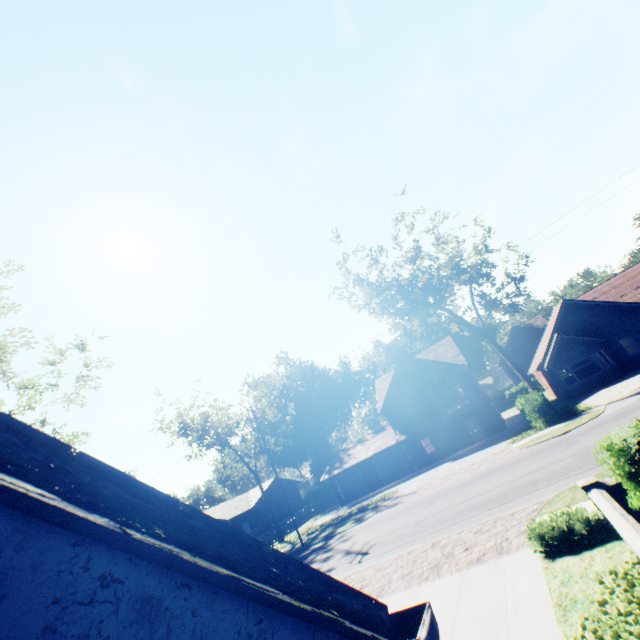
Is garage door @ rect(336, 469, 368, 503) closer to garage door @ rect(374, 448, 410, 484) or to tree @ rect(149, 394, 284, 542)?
garage door @ rect(374, 448, 410, 484)

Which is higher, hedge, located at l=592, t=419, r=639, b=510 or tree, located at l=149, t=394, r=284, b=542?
tree, located at l=149, t=394, r=284, b=542

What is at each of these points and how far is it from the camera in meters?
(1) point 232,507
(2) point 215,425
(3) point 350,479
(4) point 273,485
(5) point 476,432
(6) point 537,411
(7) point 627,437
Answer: (1) house, 41.9
(2) tree, 36.7
(3) garage door, 37.3
(4) house, 47.3
(5) door, 32.2
(6) hedge, 26.2
(7) hedge, 7.7

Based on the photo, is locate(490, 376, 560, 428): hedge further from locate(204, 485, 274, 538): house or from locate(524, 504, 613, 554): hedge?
locate(524, 504, 613, 554): hedge

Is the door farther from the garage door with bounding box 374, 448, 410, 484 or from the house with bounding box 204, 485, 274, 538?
the house with bounding box 204, 485, 274, 538

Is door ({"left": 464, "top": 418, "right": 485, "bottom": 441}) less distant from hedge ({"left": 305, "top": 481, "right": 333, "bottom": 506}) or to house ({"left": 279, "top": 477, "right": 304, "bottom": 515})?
house ({"left": 279, "top": 477, "right": 304, "bottom": 515})

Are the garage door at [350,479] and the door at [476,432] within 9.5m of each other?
no

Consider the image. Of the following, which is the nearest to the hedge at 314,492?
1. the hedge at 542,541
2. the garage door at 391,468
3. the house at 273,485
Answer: the house at 273,485
